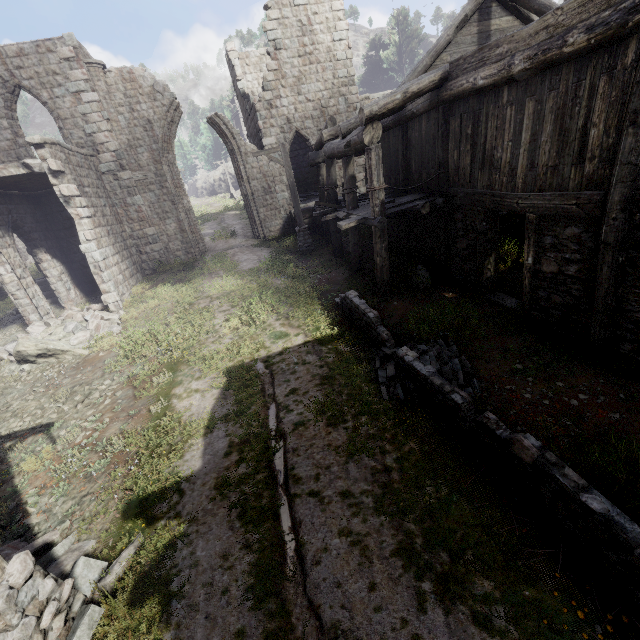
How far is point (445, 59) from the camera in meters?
12.2

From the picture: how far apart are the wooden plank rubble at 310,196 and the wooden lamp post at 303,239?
5.4 meters

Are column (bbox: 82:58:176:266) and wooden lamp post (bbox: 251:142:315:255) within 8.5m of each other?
yes

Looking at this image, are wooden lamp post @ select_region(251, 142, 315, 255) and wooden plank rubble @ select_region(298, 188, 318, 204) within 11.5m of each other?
yes

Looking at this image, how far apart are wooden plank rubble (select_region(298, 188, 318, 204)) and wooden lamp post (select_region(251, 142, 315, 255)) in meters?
5.4

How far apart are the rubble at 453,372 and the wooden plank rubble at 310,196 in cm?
1528

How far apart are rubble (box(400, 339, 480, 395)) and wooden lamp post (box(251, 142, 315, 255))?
8.72m
